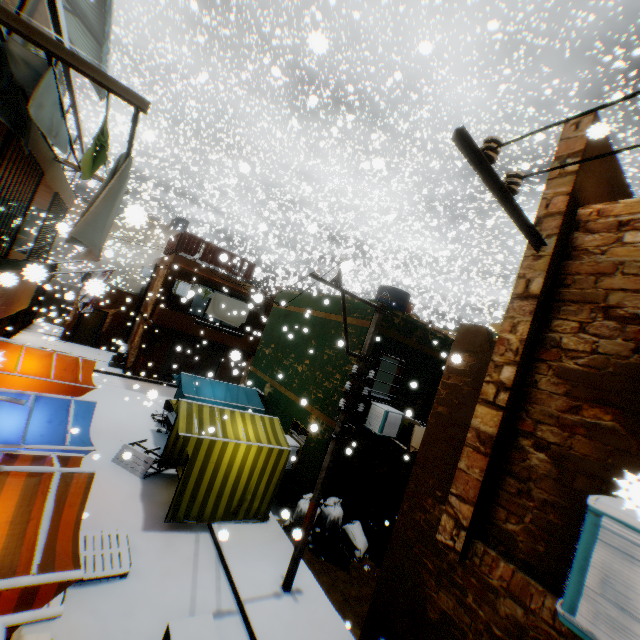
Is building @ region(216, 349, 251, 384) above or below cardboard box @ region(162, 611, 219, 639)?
above

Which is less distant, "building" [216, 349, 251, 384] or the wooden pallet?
"building" [216, 349, 251, 384]

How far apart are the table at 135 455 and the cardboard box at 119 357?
9.3m

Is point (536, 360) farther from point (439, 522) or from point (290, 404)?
point (290, 404)

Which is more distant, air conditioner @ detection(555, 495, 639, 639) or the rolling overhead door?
the rolling overhead door

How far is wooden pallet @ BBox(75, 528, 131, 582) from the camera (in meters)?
5.83

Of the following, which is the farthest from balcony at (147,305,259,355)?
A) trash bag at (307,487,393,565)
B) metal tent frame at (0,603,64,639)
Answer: metal tent frame at (0,603,64,639)

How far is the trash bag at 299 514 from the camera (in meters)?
8.73
